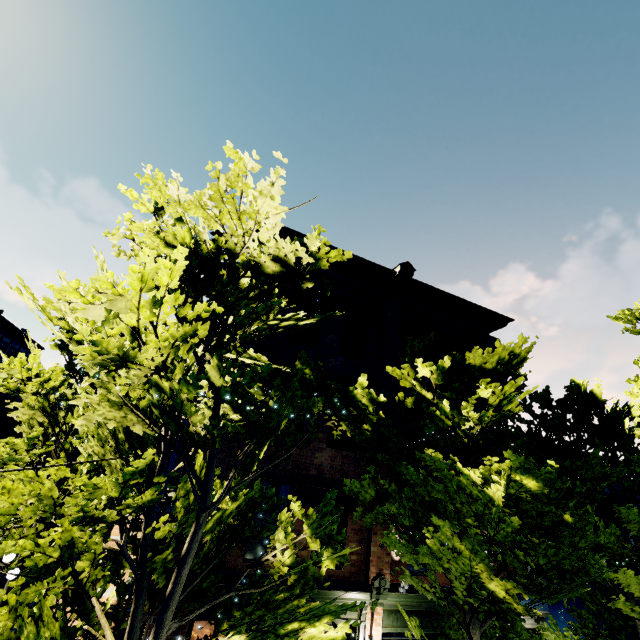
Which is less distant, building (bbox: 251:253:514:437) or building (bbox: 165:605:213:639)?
building (bbox: 165:605:213:639)

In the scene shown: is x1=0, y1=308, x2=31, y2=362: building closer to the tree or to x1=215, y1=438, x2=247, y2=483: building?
the tree

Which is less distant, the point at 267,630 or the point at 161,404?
the point at 267,630

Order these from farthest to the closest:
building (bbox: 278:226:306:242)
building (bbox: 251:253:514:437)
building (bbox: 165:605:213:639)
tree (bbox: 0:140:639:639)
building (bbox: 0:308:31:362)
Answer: building (bbox: 0:308:31:362), building (bbox: 278:226:306:242), building (bbox: 251:253:514:437), building (bbox: 165:605:213:639), tree (bbox: 0:140:639:639)

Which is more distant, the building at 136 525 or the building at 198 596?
the building at 136 525

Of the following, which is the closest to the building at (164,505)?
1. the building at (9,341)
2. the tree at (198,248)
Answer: the tree at (198,248)
